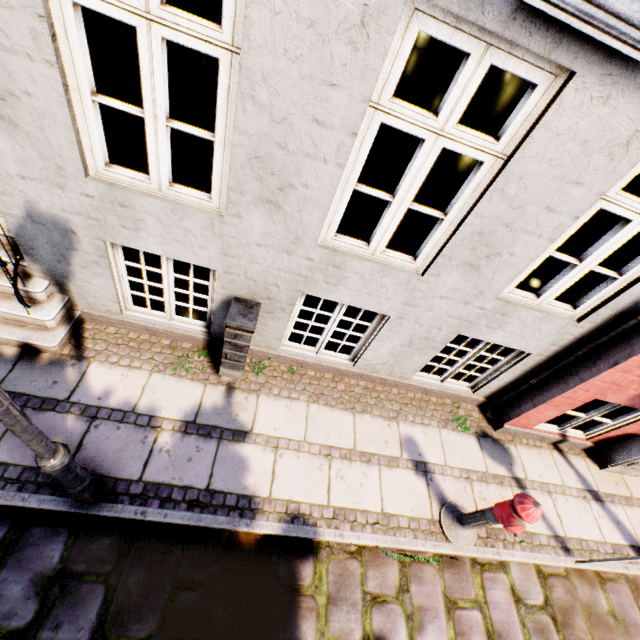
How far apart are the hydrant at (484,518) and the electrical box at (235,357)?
2.95m

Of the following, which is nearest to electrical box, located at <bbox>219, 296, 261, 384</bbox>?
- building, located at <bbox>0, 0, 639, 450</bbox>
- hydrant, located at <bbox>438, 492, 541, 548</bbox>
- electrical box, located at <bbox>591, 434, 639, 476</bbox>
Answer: building, located at <bbox>0, 0, 639, 450</bbox>

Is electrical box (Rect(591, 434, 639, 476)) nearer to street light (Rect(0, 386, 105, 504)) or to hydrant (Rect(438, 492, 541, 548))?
hydrant (Rect(438, 492, 541, 548))

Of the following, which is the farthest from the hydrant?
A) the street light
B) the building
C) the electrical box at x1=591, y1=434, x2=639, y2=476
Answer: the street light

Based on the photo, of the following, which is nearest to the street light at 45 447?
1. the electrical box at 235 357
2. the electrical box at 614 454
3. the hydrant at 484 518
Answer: the electrical box at 235 357

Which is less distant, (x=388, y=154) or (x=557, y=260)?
(x=557, y=260)

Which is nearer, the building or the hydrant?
the building

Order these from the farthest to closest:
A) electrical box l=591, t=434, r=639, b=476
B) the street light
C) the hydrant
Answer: electrical box l=591, t=434, r=639, b=476, the hydrant, the street light
